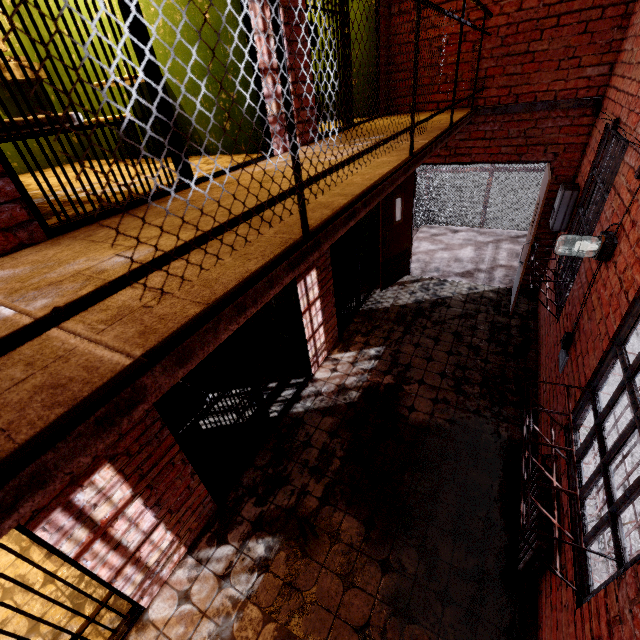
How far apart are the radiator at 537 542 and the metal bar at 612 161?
1.81m

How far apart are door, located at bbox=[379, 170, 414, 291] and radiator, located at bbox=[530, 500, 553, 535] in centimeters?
411cm

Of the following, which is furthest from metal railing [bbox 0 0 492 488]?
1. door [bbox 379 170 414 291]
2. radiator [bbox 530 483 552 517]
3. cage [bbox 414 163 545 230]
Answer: radiator [bbox 530 483 552 517]

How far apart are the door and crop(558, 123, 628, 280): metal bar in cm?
254

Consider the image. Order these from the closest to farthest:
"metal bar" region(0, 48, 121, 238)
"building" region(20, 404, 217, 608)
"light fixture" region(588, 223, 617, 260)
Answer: "metal bar" region(0, 48, 121, 238), "building" region(20, 404, 217, 608), "light fixture" region(588, 223, 617, 260)

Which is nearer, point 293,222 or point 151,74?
point 293,222

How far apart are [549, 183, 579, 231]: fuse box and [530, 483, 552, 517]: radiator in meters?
3.4

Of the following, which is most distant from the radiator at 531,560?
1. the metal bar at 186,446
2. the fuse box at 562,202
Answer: the fuse box at 562,202
